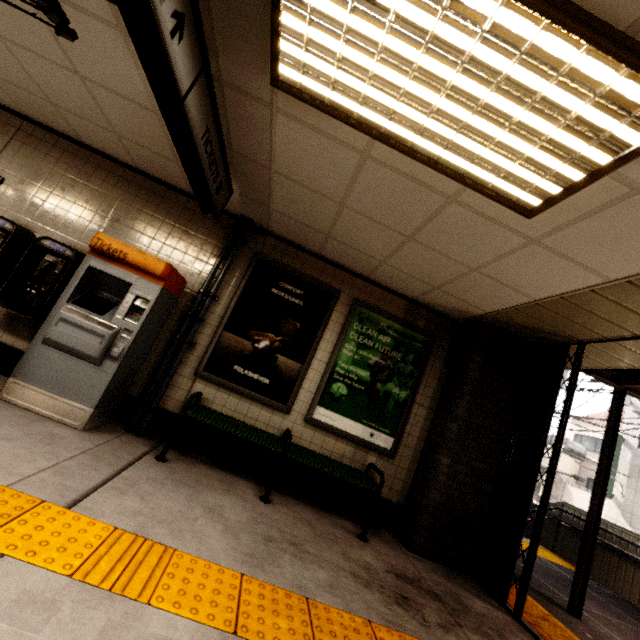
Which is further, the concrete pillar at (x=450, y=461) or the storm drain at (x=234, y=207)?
the concrete pillar at (x=450, y=461)

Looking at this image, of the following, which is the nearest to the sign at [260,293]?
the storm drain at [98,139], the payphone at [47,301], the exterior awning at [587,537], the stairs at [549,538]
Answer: the storm drain at [98,139]

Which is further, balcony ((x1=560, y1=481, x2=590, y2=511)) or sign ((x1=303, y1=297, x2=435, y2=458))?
balcony ((x1=560, y1=481, x2=590, y2=511))

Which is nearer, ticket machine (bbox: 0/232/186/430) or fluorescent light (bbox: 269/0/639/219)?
fluorescent light (bbox: 269/0/639/219)

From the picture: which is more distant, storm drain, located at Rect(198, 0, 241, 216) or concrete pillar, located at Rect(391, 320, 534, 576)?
concrete pillar, located at Rect(391, 320, 534, 576)

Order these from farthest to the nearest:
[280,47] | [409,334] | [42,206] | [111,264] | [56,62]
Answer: [409,334] → [42,206] → [111,264] → [56,62] → [280,47]

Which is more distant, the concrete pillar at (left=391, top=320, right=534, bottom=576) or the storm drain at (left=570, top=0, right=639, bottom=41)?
the concrete pillar at (left=391, top=320, right=534, bottom=576)

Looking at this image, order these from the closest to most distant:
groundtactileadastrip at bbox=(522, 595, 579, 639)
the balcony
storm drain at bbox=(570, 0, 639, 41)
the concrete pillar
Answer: storm drain at bbox=(570, 0, 639, 41) → groundtactileadastrip at bbox=(522, 595, 579, 639) → the concrete pillar → the balcony
